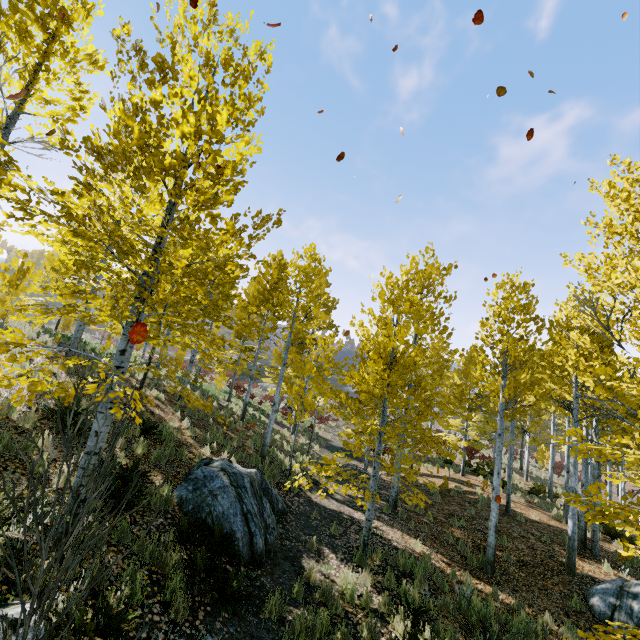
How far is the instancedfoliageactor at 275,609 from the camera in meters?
5.0 m

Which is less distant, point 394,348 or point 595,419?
point 394,348

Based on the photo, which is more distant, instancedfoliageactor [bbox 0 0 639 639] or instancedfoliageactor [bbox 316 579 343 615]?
instancedfoliageactor [bbox 316 579 343 615]

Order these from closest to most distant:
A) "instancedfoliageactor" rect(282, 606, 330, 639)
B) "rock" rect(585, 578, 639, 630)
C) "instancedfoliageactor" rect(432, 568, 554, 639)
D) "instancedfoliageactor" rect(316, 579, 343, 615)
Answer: "instancedfoliageactor" rect(282, 606, 330, 639) → "instancedfoliageactor" rect(316, 579, 343, 615) → "instancedfoliageactor" rect(432, 568, 554, 639) → "rock" rect(585, 578, 639, 630)

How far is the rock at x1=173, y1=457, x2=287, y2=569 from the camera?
6.2m

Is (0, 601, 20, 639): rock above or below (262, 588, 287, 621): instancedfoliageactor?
above

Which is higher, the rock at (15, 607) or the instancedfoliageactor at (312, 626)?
the rock at (15, 607)
